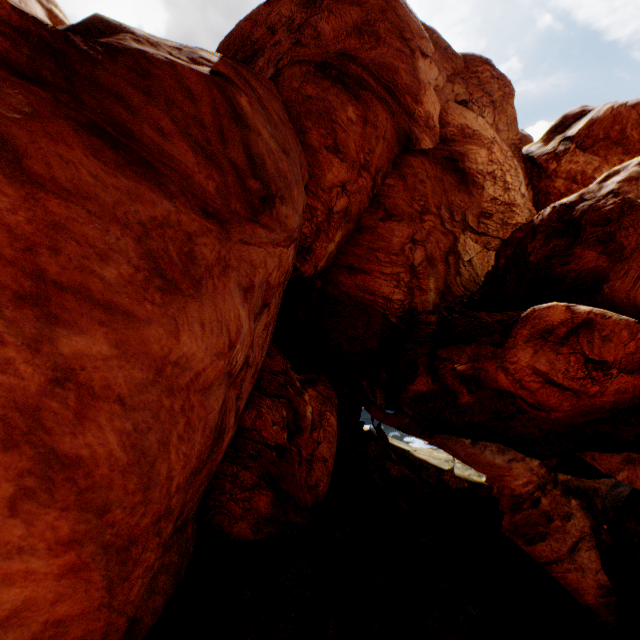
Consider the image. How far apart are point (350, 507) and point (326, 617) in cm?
1034
